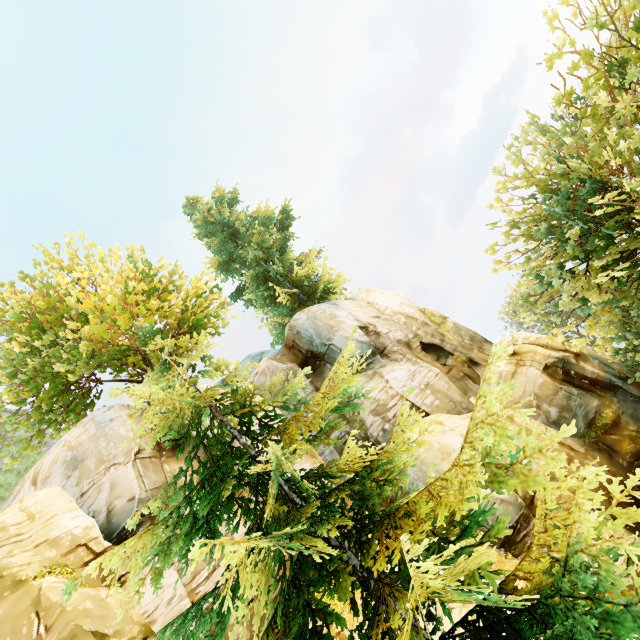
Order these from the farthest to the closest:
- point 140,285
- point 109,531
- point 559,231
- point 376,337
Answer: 1. point 376,337
2. point 140,285
3. point 559,231
4. point 109,531

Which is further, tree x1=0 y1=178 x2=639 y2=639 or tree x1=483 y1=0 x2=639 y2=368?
tree x1=483 y1=0 x2=639 y2=368

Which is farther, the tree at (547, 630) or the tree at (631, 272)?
the tree at (631, 272)
